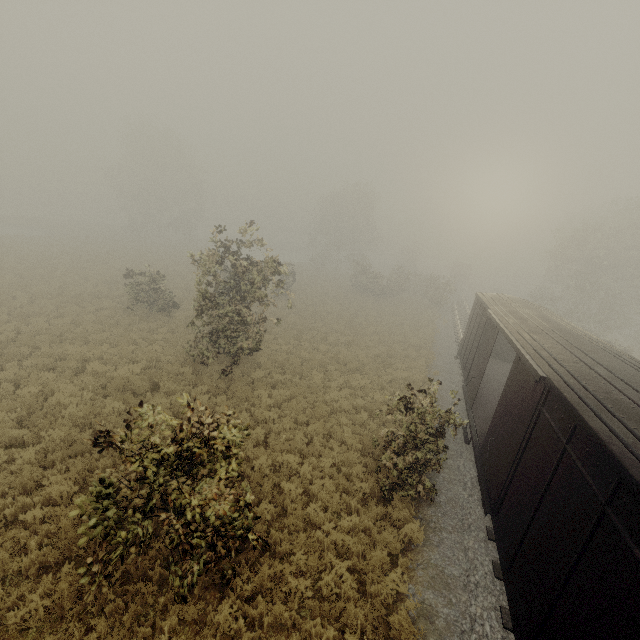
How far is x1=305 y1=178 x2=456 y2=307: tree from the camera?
39.0m

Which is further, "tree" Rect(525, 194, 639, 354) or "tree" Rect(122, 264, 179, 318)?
"tree" Rect(525, 194, 639, 354)

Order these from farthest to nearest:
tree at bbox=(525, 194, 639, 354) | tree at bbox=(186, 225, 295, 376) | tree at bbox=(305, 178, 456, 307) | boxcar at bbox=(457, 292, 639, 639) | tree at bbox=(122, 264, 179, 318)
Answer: tree at bbox=(305, 178, 456, 307) < tree at bbox=(525, 194, 639, 354) < tree at bbox=(122, 264, 179, 318) < tree at bbox=(186, 225, 295, 376) < boxcar at bbox=(457, 292, 639, 639)

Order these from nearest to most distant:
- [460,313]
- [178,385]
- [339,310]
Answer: [178,385] < [339,310] < [460,313]

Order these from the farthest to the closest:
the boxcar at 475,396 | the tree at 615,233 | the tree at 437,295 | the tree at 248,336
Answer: the tree at 437,295 → the tree at 615,233 → the tree at 248,336 → the boxcar at 475,396

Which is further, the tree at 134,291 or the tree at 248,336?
the tree at 134,291
